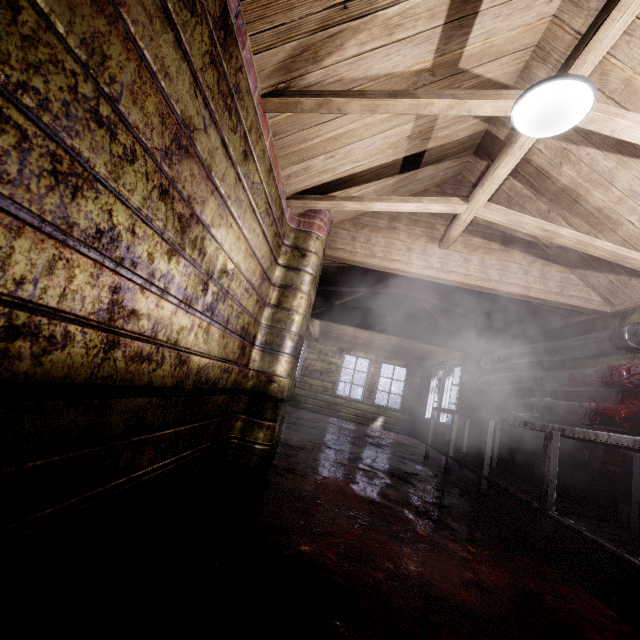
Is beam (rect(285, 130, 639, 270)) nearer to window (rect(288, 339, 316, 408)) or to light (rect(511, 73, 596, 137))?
light (rect(511, 73, 596, 137))

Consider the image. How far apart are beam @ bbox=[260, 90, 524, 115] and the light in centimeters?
4cm

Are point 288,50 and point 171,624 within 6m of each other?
yes

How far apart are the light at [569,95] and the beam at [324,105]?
0.0 meters

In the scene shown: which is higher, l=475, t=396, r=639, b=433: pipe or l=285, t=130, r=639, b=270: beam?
l=285, t=130, r=639, b=270: beam

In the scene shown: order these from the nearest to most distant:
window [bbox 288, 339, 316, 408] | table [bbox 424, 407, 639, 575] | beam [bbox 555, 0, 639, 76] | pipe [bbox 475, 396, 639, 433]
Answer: beam [bbox 555, 0, 639, 76]
table [bbox 424, 407, 639, 575]
pipe [bbox 475, 396, 639, 433]
window [bbox 288, 339, 316, 408]

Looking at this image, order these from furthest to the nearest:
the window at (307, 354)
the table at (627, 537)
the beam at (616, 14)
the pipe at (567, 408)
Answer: the window at (307, 354)
the pipe at (567, 408)
the table at (627, 537)
the beam at (616, 14)

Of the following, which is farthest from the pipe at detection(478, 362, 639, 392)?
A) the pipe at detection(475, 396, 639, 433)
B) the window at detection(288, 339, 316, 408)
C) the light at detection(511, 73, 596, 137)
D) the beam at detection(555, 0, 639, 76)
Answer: the window at detection(288, 339, 316, 408)
